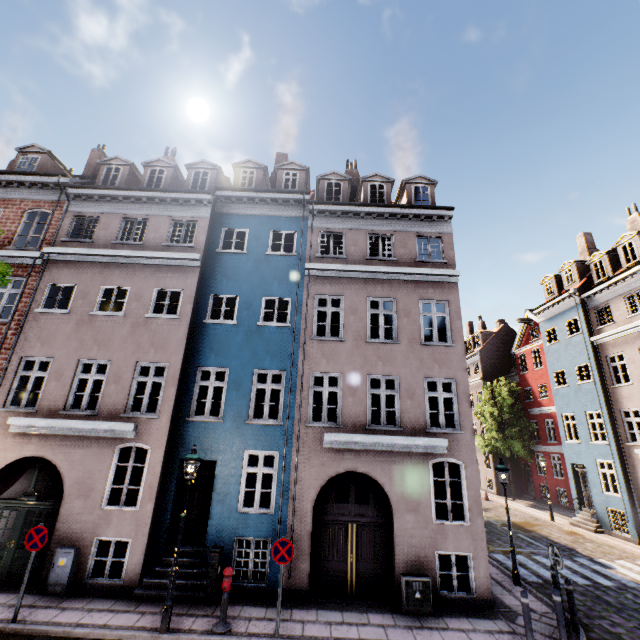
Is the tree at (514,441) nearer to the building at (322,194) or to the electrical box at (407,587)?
the building at (322,194)

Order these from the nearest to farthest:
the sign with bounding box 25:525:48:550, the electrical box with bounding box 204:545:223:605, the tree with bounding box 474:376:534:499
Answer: the sign with bounding box 25:525:48:550
the electrical box with bounding box 204:545:223:605
the tree with bounding box 474:376:534:499

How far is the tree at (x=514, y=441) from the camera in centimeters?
2711cm

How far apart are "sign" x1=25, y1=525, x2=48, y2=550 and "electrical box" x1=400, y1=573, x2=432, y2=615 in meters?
9.3

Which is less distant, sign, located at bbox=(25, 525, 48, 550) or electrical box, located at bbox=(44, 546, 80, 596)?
sign, located at bbox=(25, 525, 48, 550)

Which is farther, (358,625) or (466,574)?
(466,574)

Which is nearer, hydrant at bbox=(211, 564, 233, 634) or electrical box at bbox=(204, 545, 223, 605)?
hydrant at bbox=(211, 564, 233, 634)

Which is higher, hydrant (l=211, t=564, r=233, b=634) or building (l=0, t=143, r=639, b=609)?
building (l=0, t=143, r=639, b=609)
